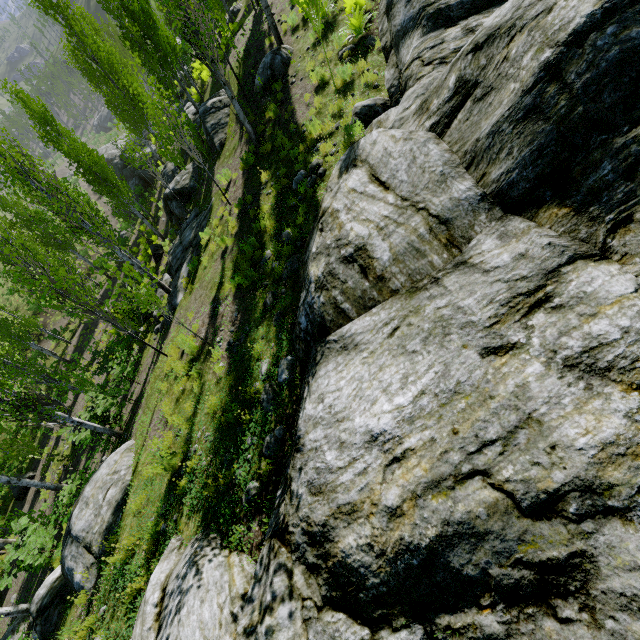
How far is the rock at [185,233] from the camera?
12.4 meters

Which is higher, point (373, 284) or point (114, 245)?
point (373, 284)

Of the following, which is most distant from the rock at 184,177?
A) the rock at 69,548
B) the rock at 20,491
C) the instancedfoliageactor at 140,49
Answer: the rock at 20,491

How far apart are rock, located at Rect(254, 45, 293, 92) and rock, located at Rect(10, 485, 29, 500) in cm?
2455

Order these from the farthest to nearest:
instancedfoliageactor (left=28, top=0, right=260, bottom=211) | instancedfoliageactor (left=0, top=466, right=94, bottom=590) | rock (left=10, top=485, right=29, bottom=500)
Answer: rock (left=10, top=485, right=29, bottom=500), instancedfoliageactor (left=0, top=466, right=94, bottom=590), instancedfoliageactor (left=28, top=0, right=260, bottom=211)

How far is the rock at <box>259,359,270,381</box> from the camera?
5.6m

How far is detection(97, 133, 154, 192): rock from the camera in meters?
34.6 m
